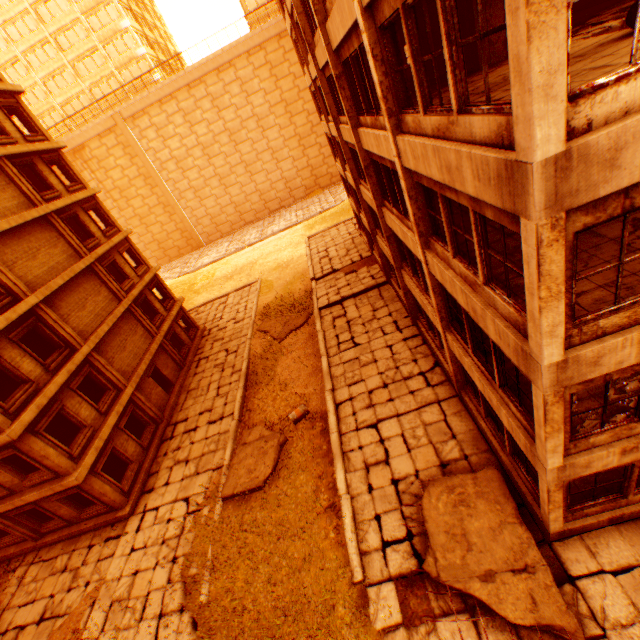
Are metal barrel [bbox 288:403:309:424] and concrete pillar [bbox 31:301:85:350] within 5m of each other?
no

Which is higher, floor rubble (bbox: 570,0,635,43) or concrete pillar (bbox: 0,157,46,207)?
concrete pillar (bbox: 0,157,46,207)

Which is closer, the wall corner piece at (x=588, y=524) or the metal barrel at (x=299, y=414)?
the wall corner piece at (x=588, y=524)

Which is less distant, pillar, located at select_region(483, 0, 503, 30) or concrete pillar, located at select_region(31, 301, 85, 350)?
pillar, located at select_region(483, 0, 503, 30)

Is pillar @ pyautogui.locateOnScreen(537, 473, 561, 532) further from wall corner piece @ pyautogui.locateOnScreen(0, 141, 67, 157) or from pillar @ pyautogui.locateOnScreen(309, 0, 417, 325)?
pillar @ pyautogui.locateOnScreen(309, 0, 417, 325)

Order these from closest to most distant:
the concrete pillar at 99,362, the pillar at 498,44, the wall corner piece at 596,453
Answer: the wall corner piece at 596,453 → the pillar at 498,44 → the concrete pillar at 99,362

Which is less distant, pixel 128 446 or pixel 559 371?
pixel 559 371

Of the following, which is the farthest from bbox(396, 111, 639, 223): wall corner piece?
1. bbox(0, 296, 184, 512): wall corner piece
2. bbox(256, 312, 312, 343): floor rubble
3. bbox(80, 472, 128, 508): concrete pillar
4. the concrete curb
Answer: bbox(256, 312, 312, 343): floor rubble
